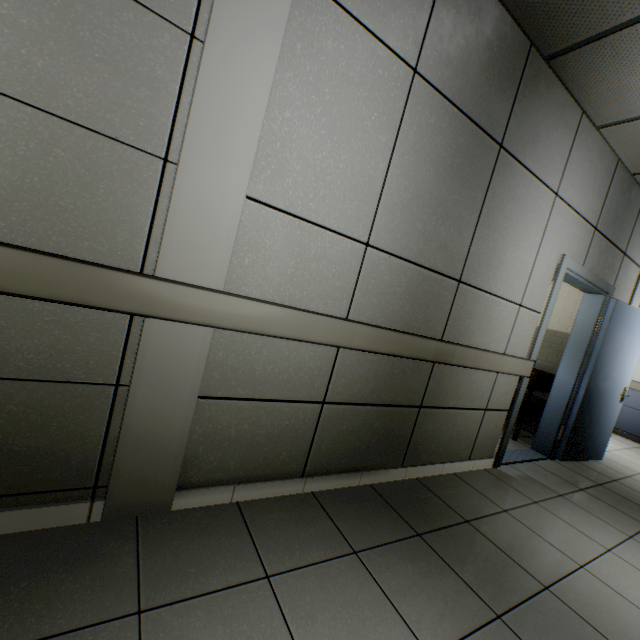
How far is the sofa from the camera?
4.18m

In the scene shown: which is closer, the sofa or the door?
the door

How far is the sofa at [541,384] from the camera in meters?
4.2

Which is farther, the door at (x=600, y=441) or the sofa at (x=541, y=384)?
the sofa at (x=541, y=384)

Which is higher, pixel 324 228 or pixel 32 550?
pixel 324 228
